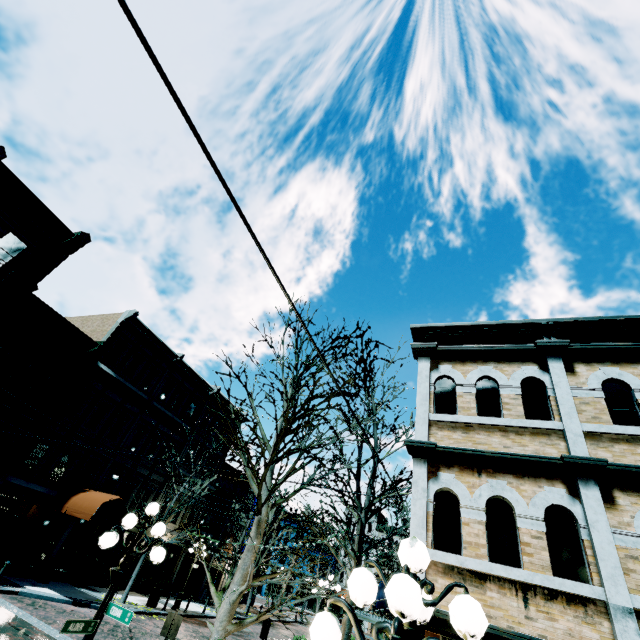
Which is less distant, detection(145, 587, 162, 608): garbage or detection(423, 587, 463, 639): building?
detection(423, 587, 463, 639): building

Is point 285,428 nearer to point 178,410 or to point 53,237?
point 53,237

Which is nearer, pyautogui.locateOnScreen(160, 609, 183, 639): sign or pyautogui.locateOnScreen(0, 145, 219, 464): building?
pyautogui.locateOnScreen(160, 609, 183, 639): sign

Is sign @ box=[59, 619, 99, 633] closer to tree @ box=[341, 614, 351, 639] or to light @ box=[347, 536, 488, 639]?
tree @ box=[341, 614, 351, 639]

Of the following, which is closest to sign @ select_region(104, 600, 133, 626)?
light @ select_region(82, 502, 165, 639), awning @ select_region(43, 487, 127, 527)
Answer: light @ select_region(82, 502, 165, 639)

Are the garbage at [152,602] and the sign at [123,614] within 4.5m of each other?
no

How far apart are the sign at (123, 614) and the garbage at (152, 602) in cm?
1802
